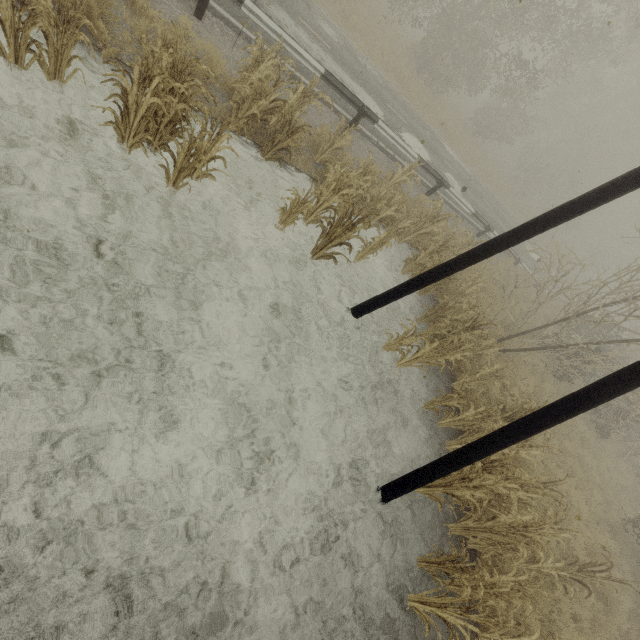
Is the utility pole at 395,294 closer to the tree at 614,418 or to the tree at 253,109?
the tree at 614,418

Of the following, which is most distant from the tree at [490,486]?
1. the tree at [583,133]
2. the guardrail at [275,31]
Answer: the guardrail at [275,31]

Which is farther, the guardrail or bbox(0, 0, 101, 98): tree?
the guardrail

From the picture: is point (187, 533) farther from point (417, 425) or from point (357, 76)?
point (357, 76)

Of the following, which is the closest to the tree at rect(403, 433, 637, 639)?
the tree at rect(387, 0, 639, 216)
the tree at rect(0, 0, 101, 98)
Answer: the tree at rect(387, 0, 639, 216)

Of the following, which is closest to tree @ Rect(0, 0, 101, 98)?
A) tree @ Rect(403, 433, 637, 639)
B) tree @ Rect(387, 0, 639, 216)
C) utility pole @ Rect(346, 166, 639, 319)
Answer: tree @ Rect(387, 0, 639, 216)

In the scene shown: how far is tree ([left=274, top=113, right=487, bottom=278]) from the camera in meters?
6.6

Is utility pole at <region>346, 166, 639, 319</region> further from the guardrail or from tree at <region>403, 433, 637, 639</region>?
the guardrail
